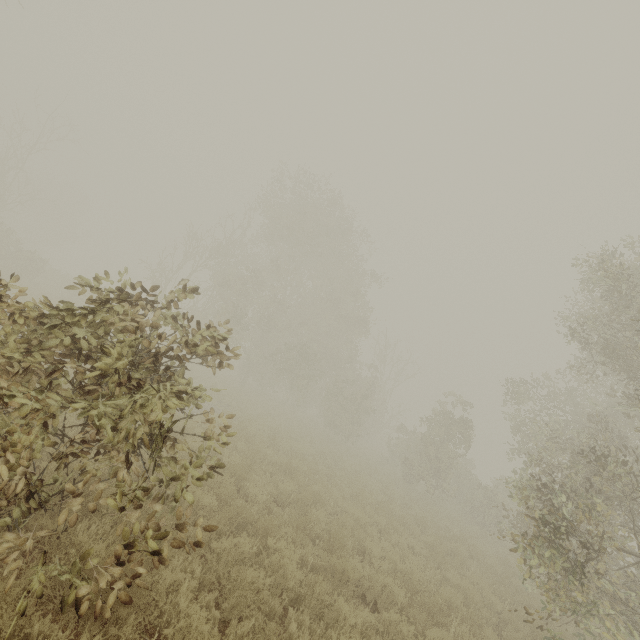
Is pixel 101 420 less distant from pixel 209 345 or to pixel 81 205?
pixel 209 345
